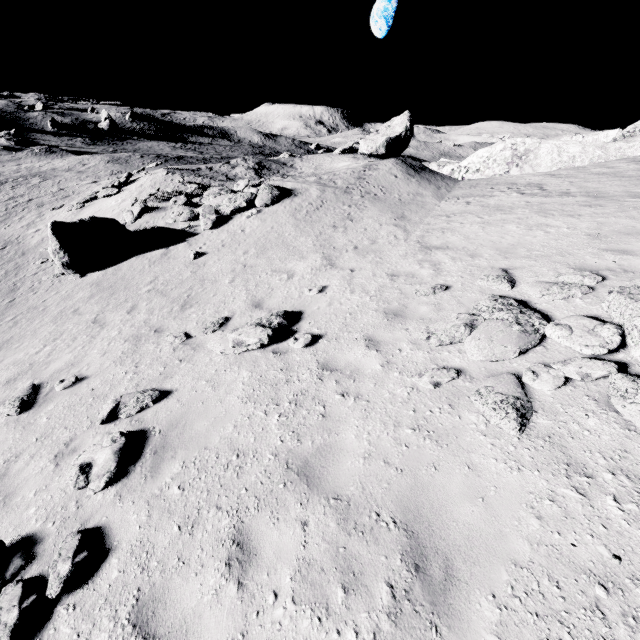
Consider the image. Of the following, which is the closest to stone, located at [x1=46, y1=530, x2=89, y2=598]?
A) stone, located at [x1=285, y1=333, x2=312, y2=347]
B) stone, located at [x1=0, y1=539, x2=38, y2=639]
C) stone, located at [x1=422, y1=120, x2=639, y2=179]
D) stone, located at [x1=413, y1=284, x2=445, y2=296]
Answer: stone, located at [x1=0, y1=539, x2=38, y2=639]

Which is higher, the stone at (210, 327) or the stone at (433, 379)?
the stone at (433, 379)

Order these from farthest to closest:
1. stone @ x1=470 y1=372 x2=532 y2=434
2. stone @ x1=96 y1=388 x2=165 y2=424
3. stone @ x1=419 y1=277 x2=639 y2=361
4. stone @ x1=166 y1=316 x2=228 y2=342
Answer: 1. stone @ x1=166 y1=316 x2=228 y2=342
2. stone @ x1=96 y1=388 x2=165 y2=424
3. stone @ x1=419 y1=277 x2=639 y2=361
4. stone @ x1=470 y1=372 x2=532 y2=434

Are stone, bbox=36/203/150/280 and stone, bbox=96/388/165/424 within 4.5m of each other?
no

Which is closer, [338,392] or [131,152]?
[338,392]

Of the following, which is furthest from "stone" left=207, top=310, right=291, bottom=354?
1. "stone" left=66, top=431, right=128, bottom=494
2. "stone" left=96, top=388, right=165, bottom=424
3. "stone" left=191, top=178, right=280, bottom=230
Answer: "stone" left=191, top=178, right=280, bottom=230

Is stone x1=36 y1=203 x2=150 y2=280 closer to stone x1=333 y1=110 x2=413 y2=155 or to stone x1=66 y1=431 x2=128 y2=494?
stone x1=66 y1=431 x2=128 y2=494

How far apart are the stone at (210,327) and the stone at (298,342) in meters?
2.5 m
